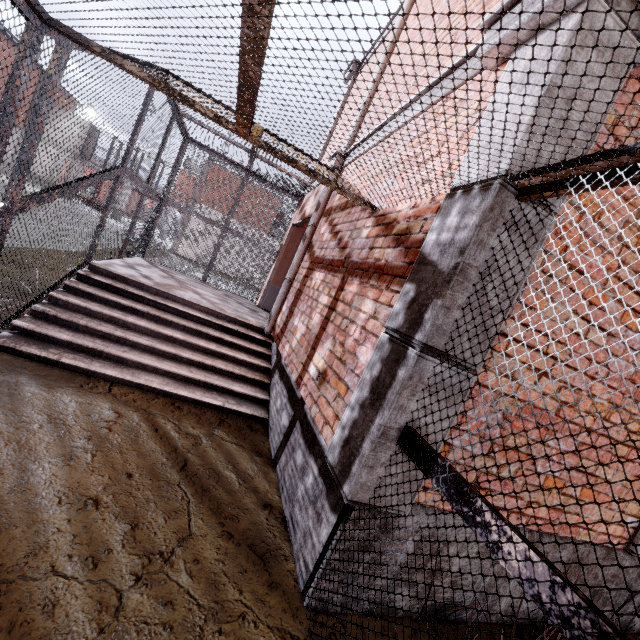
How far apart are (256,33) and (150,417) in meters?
3.3

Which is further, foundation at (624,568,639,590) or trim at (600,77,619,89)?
foundation at (624,568,639,590)

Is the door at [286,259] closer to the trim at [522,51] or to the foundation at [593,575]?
the trim at [522,51]

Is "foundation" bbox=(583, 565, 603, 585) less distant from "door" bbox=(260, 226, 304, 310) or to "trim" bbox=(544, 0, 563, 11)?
"trim" bbox=(544, 0, 563, 11)

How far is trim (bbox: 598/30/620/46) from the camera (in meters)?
1.66
